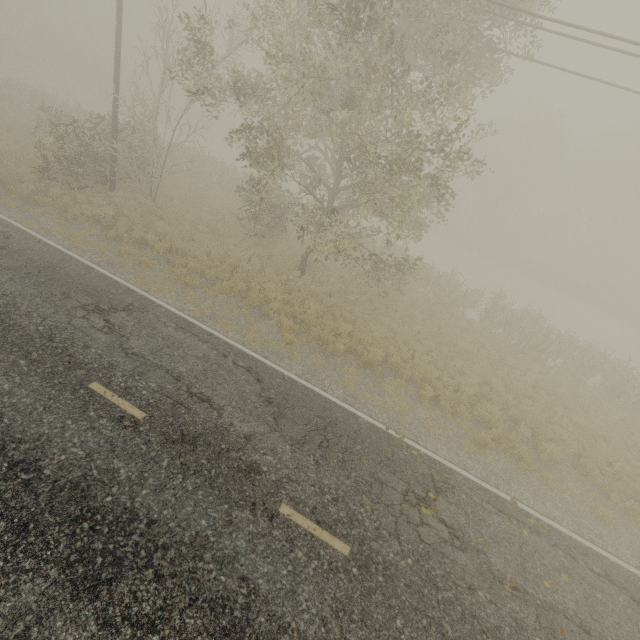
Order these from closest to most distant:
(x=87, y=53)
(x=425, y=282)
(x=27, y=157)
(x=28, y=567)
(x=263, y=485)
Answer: (x=28, y=567)
(x=263, y=485)
(x=27, y=157)
(x=425, y=282)
(x=87, y=53)
